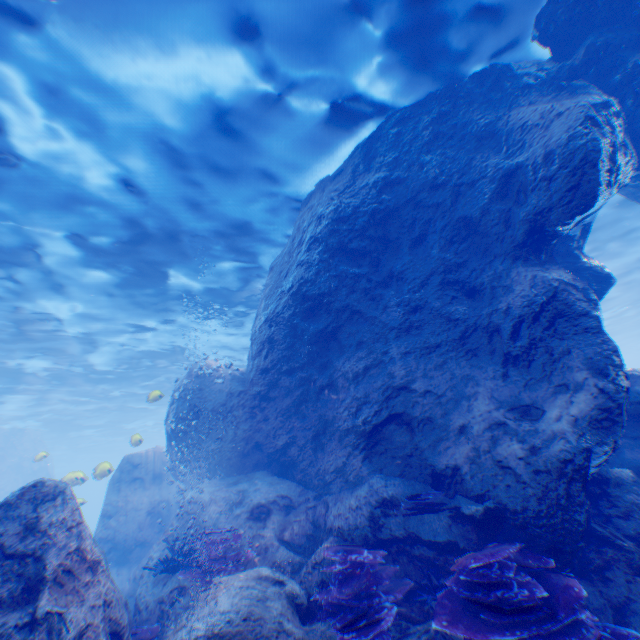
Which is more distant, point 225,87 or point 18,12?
point 225,87

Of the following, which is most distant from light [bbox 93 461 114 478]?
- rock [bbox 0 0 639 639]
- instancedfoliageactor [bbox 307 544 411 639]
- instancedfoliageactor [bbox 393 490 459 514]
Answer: instancedfoliageactor [bbox 307 544 411 639]

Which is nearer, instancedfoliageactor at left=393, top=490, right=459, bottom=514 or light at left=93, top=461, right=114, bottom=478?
instancedfoliageactor at left=393, top=490, right=459, bottom=514

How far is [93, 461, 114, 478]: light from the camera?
11.6m

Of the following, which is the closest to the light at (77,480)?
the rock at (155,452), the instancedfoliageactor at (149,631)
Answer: the rock at (155,452)

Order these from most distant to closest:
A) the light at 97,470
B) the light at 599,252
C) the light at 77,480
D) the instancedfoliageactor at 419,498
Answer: the light at 599,252, the light at 77,480, the light at 97,470, the instancedfoliageactor at 419,498

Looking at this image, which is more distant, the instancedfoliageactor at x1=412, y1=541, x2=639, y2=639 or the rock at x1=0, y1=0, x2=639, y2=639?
the rock at x1=0, y1=0, x2=639, y2=639

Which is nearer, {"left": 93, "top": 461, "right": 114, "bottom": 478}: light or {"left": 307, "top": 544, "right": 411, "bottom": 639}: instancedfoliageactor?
{"left": 307, "top": 544, "right": 411, "bottom": 639}: instancedfoliageactor
